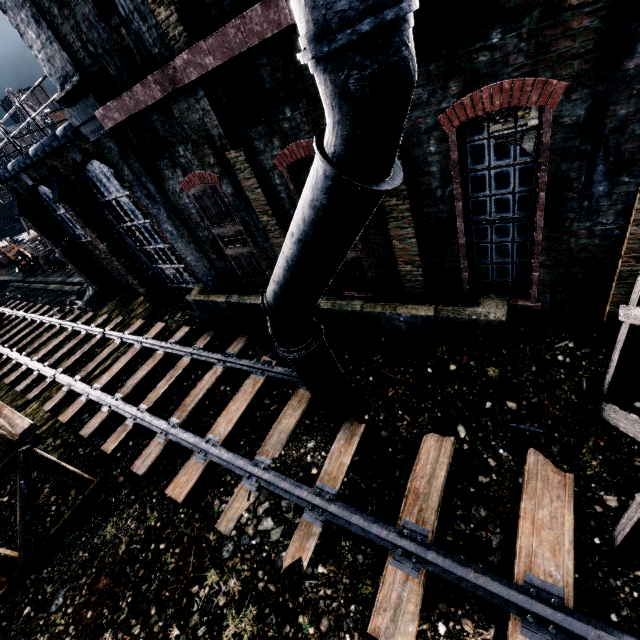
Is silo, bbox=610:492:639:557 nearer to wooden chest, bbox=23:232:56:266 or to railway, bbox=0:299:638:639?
railway, bbox=0:299:638:639

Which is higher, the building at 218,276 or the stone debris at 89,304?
the building at 218,276

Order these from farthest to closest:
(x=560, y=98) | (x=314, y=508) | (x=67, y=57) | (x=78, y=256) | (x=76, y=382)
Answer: (x=78, y=256) < (x=76, y=382) < (x=67, y=57) < (x=314, y=508) < (x=560, y=98)

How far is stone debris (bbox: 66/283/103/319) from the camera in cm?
2097

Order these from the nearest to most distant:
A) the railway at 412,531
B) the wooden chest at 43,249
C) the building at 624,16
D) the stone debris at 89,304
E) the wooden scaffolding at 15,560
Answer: the building at 624,16, the railway at 412,531, the wooden scaffolding at 15,560, the stone debris at 89,304, the wooden chest at 43,249

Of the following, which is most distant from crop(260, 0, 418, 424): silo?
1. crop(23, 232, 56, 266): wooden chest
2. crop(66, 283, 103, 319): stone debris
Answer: crop(23, 232, 56, 266): wooden chest

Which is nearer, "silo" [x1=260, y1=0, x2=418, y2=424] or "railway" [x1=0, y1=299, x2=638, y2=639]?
"silo" [x1=260, y1=0, x2=418, y2=424]

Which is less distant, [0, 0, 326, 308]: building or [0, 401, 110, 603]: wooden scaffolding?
[0, 0, 326, 308]: building
